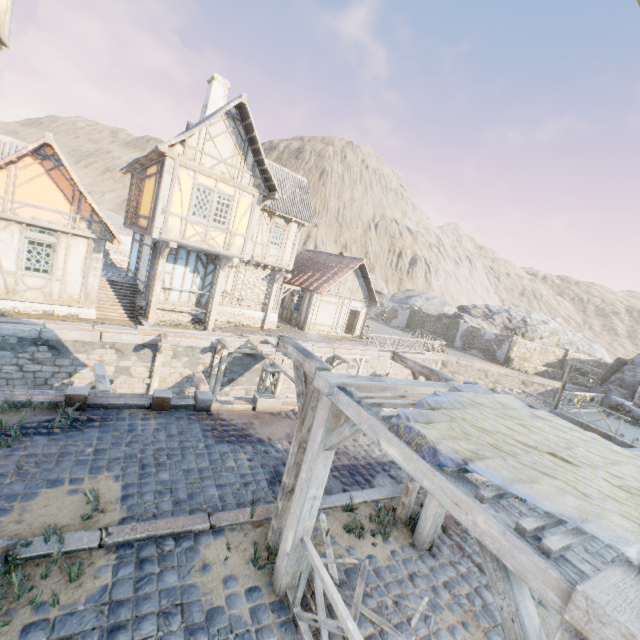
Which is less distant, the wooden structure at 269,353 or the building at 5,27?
the building at 5,27

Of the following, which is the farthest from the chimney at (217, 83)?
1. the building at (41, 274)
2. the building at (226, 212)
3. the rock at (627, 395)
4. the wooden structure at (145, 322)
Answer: the rock at (627, 395)

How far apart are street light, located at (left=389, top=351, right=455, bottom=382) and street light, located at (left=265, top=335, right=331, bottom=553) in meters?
2.3

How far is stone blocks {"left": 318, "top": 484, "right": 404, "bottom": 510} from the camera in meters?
6.1 m

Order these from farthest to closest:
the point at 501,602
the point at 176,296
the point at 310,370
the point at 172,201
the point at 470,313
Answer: the point at 470,313, the point at 176,296, the point at 172,201, the point at 310,370, the point at 501,602

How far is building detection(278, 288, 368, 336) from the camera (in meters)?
22.88

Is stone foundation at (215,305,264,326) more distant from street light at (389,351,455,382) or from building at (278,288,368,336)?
street light at (389,351,455,382)

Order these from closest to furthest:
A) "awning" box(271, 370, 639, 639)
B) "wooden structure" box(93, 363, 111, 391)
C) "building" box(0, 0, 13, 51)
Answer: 1. "awning" box(271, 370, 639, 639)
2. "building" box(0, 0, 13, 51)
3. "wooden structure" box(93, 363, 111, 391)
